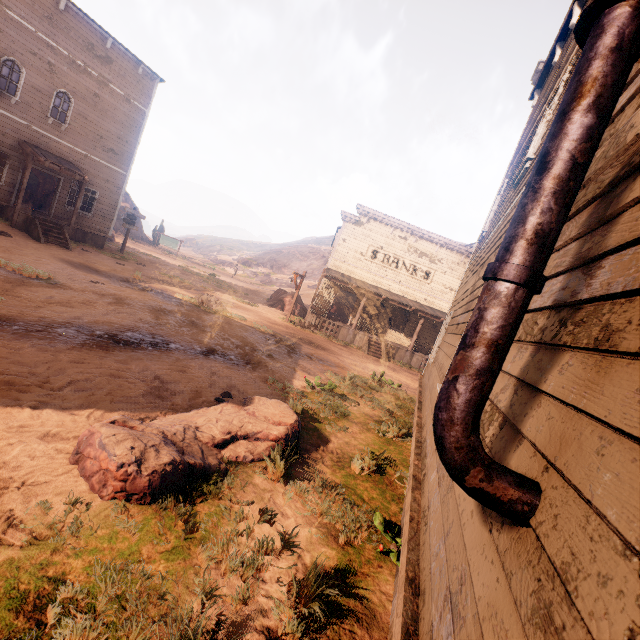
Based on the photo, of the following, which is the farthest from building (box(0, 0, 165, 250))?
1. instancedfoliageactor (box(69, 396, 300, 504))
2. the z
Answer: instancedfoliageactor (box(69, 396, 300, 504))

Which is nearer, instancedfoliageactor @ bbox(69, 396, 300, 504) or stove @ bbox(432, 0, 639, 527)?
stove @ bbox(432, 0, 639, 527)

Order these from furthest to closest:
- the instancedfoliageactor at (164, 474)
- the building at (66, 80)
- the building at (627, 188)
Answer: the building at (66, 80) < the instancedfoliageactor at (164, 474) < the building at (627, 188)

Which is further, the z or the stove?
the z

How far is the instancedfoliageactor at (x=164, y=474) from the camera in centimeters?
306cm

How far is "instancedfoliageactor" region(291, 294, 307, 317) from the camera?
25.5 meters

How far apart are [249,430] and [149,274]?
16.0m
